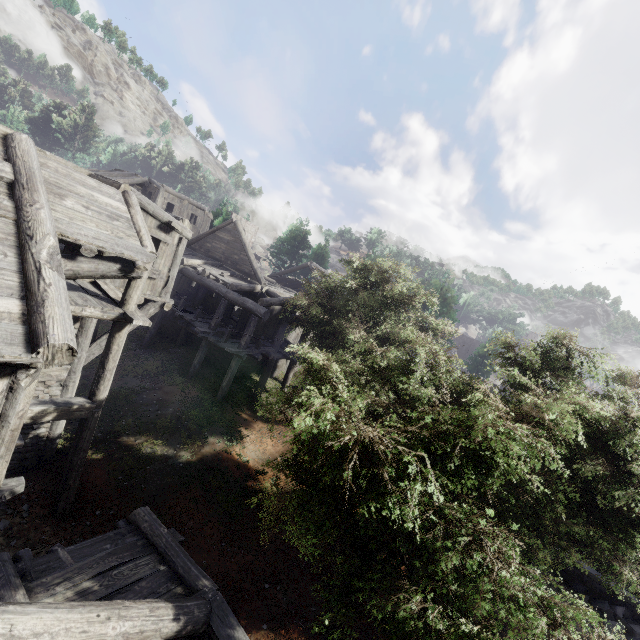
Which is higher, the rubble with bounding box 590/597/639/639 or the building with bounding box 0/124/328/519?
the building with bounding box 0/124/328/519

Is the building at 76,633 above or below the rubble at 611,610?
above

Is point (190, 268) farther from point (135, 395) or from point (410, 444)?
point (410, 444)

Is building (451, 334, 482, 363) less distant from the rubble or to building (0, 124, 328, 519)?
building (0, 124, 328, 519)

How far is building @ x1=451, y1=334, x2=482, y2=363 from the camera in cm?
4591

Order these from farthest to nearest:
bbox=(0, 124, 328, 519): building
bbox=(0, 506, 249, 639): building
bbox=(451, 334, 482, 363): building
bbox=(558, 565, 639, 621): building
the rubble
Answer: bbox=(451, 334, 482, 363): building → bbox=(558, 565, 639, 621): building → the rubble → bbox=(0, 124, 328, 519): building → bbox=(0, 506, 249, 639): building

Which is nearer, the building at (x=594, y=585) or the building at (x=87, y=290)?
the building at (x=87, y=290)
